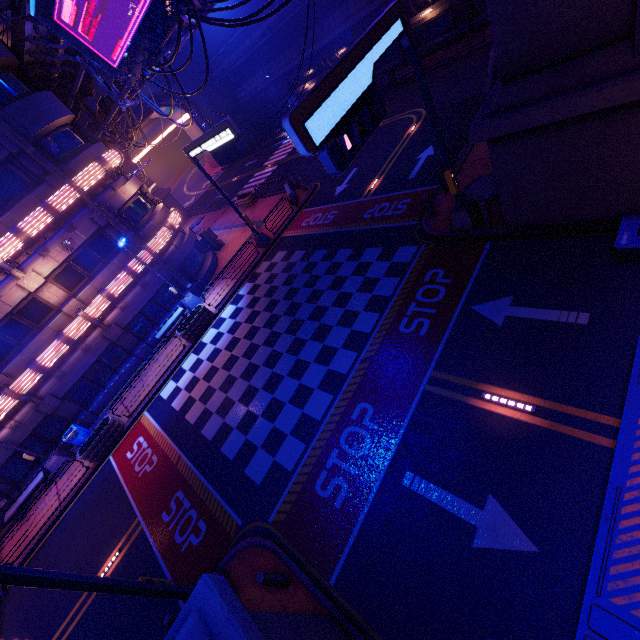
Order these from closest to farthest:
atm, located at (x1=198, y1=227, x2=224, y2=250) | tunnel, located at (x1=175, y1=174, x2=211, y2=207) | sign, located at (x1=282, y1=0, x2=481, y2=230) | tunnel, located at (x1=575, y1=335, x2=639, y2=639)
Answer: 1. tunnel, located at (x1=575, y1=335, x2=639, y2=639)
2. sign, located at (x1=282, y1=0, x2=481, y2=230)
3. atm, located at (x1=198, y1=227, x2=224, y2=250)
4. tunnel, located at (x1=175, y1=174, x2=211, y2=207)

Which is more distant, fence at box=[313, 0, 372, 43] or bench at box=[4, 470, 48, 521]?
fence at box=[313, 0, 372, 43]

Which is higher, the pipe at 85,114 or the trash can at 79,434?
the pipe at 85,114

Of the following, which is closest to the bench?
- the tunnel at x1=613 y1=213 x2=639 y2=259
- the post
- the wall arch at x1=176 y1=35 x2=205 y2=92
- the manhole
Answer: the post

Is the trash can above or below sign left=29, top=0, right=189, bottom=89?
below

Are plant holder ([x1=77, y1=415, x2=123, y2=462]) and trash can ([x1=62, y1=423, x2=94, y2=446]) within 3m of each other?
yes

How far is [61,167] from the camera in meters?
17.0 m

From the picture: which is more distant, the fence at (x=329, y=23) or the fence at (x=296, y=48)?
the fence at (x=296, y=48)
